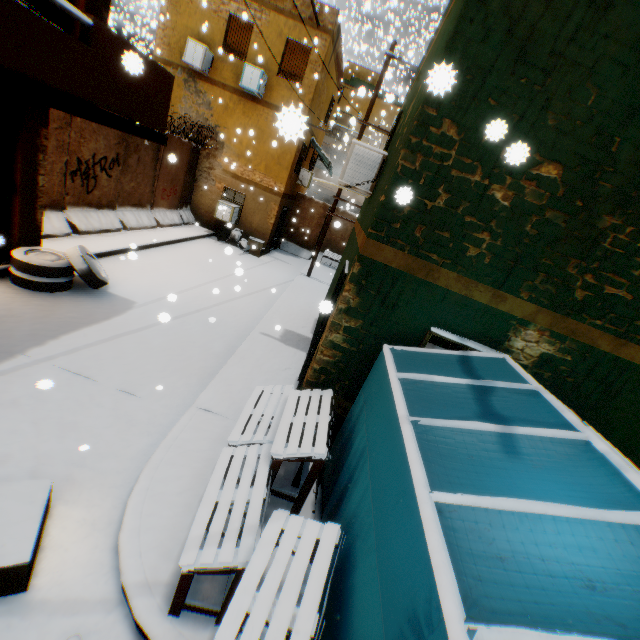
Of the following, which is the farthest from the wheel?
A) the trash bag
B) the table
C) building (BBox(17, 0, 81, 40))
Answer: the trash bag

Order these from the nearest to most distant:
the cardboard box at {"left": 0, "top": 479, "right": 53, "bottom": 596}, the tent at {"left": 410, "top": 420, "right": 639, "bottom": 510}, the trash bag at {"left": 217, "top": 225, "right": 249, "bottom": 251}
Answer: the tent at {"left": 410, "top": 420, "right": 639, "bottom": 510} → the cardboard box at {"left": 0, "top": 479, "right": 53, "bottom": 596} → the trash bag at {"left": 217, "top": 225, "right": 249, "bottom": 251}

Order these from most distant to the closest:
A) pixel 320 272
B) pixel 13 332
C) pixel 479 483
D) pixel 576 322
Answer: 1. pixel 320 272
2. pixel 13 332
3. pixel 576 322
4. pixel 479 483

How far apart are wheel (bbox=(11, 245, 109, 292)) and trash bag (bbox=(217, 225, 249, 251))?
8.20m

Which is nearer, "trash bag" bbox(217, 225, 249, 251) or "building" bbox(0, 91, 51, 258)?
"building" bbox(0, 91, 51, 258)

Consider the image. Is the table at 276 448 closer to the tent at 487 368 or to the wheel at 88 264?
the tent at 487 368

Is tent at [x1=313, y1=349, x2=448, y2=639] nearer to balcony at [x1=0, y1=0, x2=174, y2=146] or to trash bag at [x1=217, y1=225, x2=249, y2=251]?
balcony at [x1=0, y1=0, x2=174, y2=146]

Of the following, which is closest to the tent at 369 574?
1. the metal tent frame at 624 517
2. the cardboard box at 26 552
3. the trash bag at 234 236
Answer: the metal tent frame at 624 517
